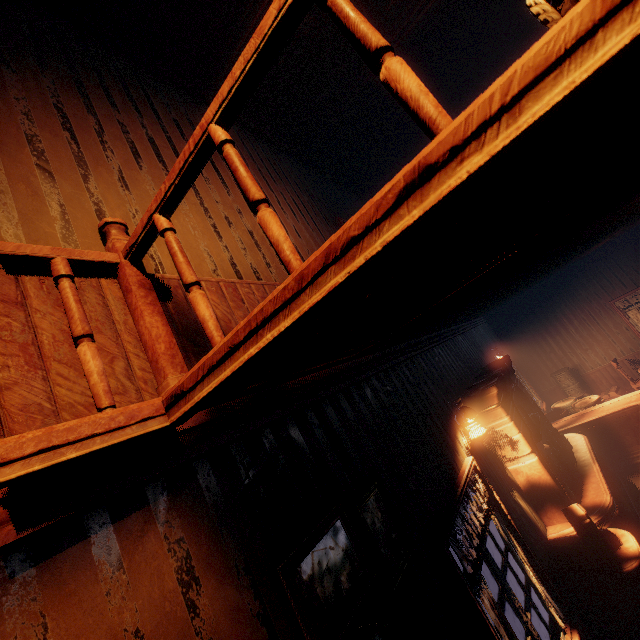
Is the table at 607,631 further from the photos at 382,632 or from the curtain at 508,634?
the photos at 382,632

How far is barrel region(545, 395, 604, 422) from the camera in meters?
7.3

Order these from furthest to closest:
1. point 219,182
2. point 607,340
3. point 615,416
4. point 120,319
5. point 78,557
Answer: point 607,340 < point 615,416 < point 219,182 < point 120,319 < point 78,557

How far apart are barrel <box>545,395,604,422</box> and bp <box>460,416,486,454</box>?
5.32m

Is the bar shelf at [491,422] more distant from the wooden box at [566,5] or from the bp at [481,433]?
the wooden box at [566,5]

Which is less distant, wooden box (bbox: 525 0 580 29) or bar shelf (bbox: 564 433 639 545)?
wooden box (bbox: 525 0 580 29)

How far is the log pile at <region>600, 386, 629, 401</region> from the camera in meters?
9.2

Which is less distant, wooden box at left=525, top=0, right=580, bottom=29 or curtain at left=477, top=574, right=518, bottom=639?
wooden box at left=525, top=0, right=580, bottom=29
